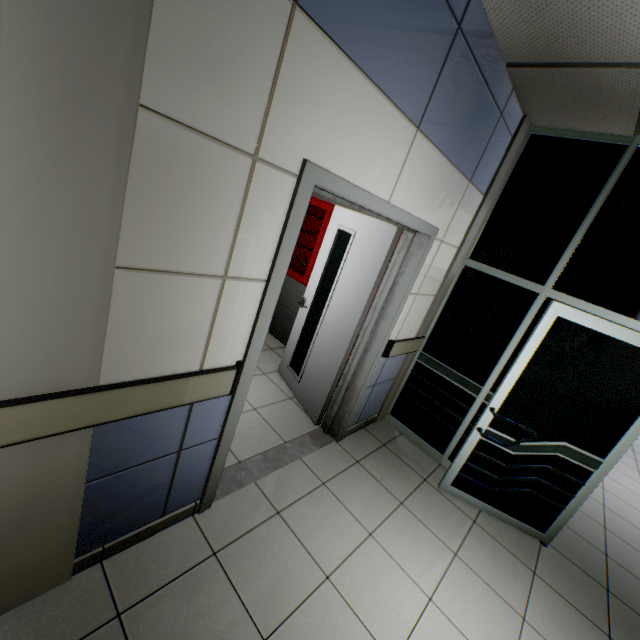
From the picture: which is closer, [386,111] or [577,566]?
[386,111]

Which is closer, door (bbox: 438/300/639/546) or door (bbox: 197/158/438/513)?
door (bbox: 197/158/438/513)

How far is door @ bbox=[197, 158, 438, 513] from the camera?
1.6m

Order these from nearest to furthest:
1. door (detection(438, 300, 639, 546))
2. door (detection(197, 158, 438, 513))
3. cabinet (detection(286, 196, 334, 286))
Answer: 1. door (detection(197, 158, 438, 513))
2. door (detection(438, 300, 639, 546))
3. cabinet (detection(286, 196, 334, 286))

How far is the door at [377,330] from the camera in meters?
1.6 m

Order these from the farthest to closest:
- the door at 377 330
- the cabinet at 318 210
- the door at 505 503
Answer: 1. the cabinet at 318 210
2. the door at 505 503
3. the door at 377 330

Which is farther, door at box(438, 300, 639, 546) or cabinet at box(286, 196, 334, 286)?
cabinet at box(286, 196, 334, 286)

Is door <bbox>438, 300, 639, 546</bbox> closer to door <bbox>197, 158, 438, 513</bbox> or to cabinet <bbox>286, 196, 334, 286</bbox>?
door <bbox>197, 158, 438, 513</bbox>
